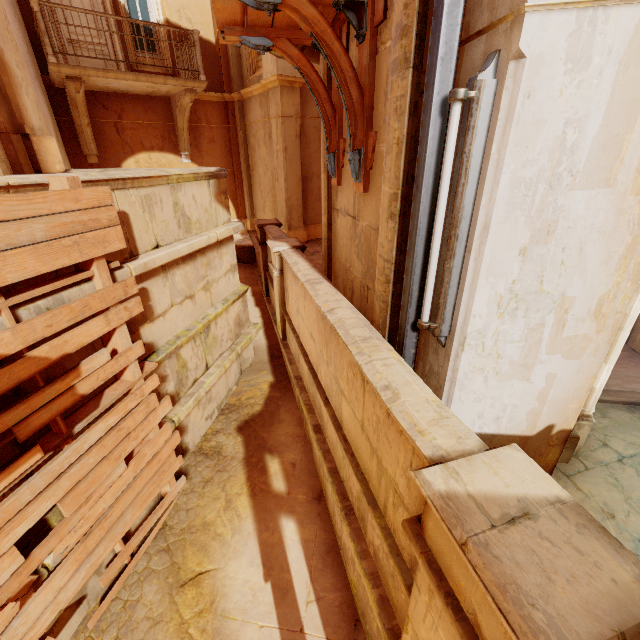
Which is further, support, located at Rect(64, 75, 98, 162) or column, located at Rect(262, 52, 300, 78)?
column, located at Rect(262, 52, 300, 78)

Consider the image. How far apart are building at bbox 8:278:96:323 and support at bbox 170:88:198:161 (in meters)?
8.55

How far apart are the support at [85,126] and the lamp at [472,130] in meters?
9.8

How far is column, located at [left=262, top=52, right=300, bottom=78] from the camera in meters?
8.6

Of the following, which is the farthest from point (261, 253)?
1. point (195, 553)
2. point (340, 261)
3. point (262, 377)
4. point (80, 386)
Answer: point (195, 553)

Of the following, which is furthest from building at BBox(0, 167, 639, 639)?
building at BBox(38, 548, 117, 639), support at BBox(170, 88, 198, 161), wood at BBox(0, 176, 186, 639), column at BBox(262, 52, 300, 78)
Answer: column at BBox(262, 52, 300, 78)

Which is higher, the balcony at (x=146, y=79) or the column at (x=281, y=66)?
the column at (x=281, y=66)

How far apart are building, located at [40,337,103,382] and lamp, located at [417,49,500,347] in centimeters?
323cm
